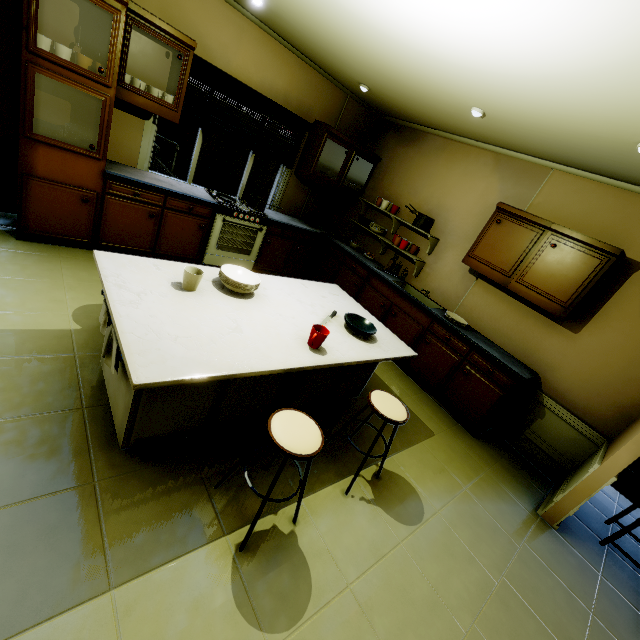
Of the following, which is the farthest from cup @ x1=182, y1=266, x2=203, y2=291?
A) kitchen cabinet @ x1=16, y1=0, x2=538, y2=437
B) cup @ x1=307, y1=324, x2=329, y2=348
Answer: kitchen cabinet @ x1=16, y1=0, x2=538, y2=437

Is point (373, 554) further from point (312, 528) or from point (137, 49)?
point (137, 49)

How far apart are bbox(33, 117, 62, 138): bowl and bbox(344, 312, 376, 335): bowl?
2.93m

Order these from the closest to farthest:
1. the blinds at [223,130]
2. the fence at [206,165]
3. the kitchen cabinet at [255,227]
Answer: the kitchen cabinet at [255,227], the blinds at [223,130], the fence at [206,165]

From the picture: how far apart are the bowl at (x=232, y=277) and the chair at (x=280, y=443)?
0.92m

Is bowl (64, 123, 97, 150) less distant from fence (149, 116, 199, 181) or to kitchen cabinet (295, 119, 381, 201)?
kitchen cabinet (295, 119, 381, 201)

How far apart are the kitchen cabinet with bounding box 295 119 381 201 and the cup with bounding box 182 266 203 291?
2.02m

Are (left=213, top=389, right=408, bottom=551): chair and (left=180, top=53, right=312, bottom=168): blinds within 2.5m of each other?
no
